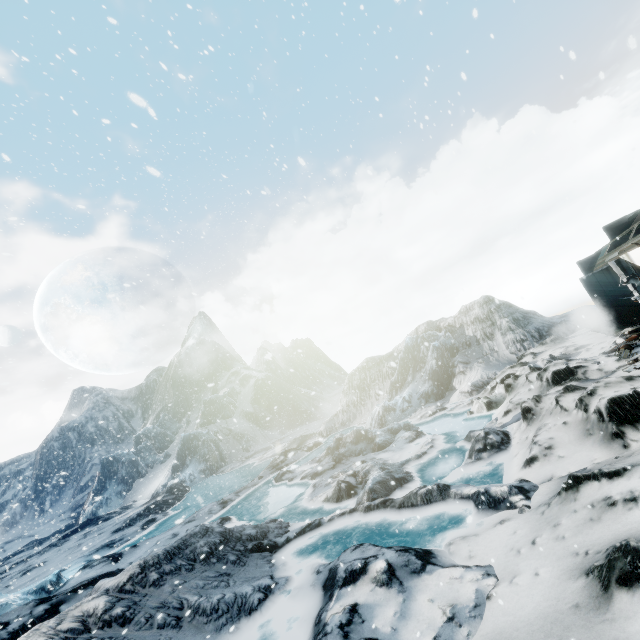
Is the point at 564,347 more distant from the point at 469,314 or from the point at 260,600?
the point at 260,600
